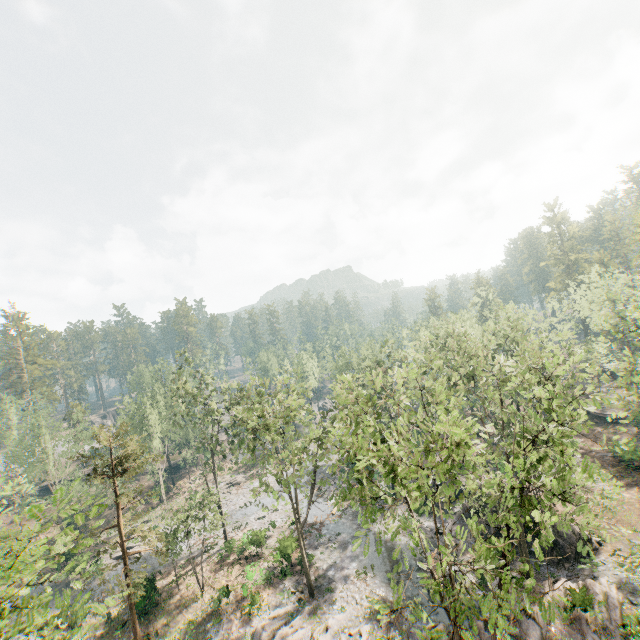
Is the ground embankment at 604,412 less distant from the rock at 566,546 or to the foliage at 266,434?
the foliage at 266,434

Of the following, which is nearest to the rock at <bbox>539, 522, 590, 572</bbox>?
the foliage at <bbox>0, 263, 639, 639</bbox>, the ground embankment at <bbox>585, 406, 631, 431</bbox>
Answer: the foliage at <bbox>0, 263, 639, 639</bbox>

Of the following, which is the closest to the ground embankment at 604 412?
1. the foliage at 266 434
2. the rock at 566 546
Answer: the foliage at 266 434

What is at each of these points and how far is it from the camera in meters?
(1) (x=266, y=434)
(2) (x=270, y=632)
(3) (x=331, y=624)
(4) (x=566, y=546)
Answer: (1) foliage, 27.0
(2) foliage, 25.0
(3) foliage, 24.4
(4) rock, 25.2

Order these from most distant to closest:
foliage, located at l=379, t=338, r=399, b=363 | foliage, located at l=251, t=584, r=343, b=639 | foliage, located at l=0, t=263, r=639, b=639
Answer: foliage, located at l=379, t=338, r=399, b=363
foliage, located at l=251, t=584, r=343, b=639
foliage, located at l=0, t=263, r=639, b=639

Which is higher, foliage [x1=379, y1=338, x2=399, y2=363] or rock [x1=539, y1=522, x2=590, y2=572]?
foliage [x1=379, y1=338, x2=399, y2=363]

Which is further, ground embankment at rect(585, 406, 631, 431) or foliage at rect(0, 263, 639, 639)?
ground embankment at rect(585, 406, 631, 431)
